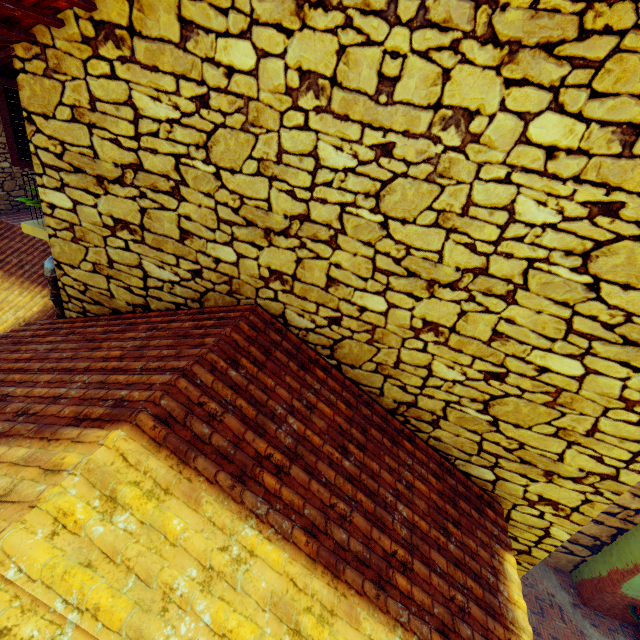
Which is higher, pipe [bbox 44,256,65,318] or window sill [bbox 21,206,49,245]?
window sill [bbox 21,206,49,245]

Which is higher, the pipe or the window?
the window

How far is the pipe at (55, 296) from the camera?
3.2 meters

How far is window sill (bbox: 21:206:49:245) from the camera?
3.19m

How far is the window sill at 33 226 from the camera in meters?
3.2

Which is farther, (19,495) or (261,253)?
(261,253)

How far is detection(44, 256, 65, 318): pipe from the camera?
3.21m

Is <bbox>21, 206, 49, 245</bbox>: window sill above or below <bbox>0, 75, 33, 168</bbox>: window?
below
